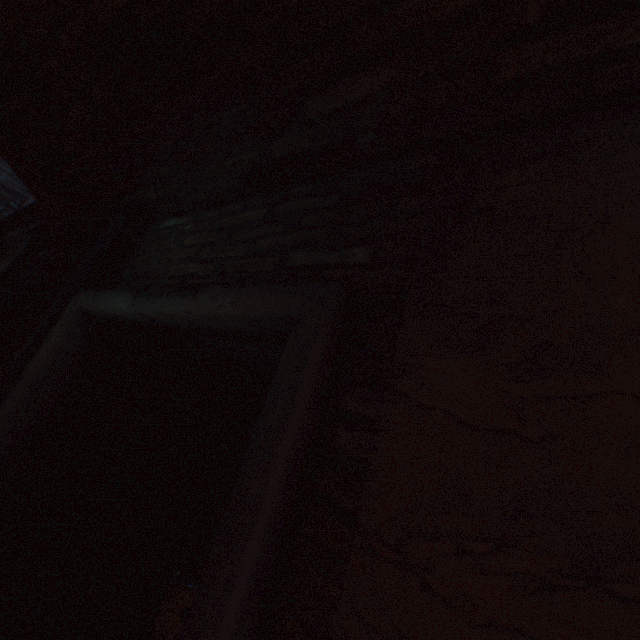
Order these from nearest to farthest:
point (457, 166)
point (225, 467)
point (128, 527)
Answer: point (457, 166) → point (128, 527) → point (225, 467)
